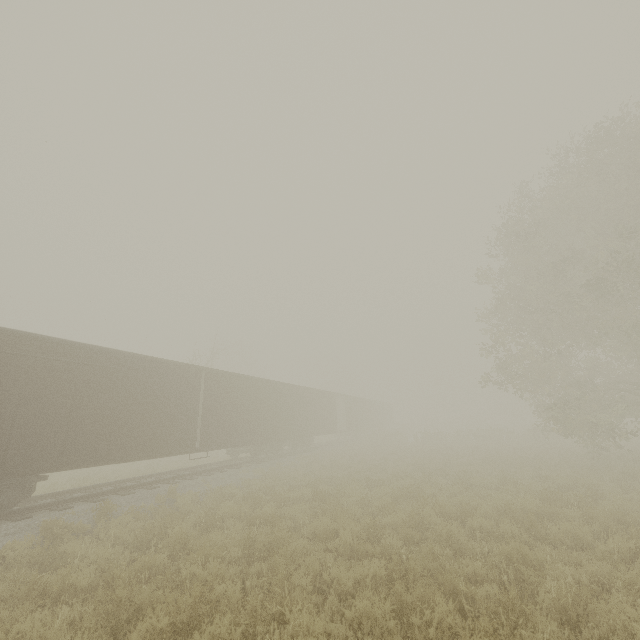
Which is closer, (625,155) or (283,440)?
(625,155)
